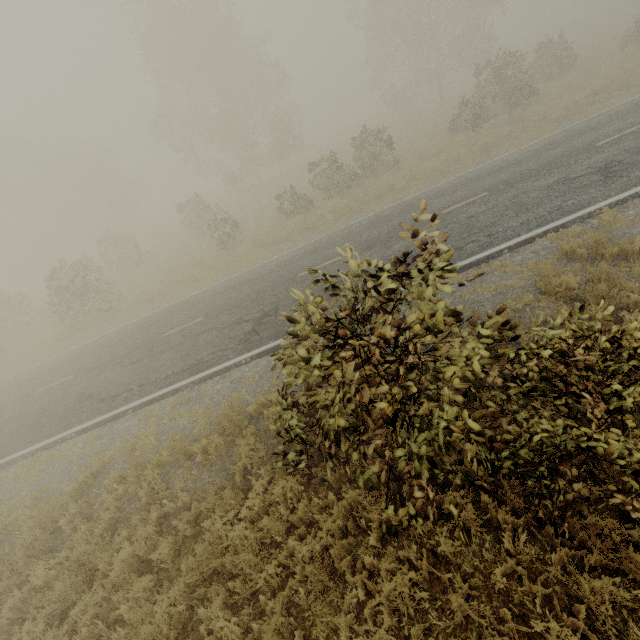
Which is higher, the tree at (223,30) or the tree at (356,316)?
the tree at (223,30)

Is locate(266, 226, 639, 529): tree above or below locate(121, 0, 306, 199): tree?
below

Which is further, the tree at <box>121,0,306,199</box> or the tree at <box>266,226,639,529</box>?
the tree at <box>121,0,306,199</box>

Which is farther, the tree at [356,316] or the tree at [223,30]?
the tree at [223,30]

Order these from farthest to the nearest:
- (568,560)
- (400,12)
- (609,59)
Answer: (400,12), (609,59), (568,560)
